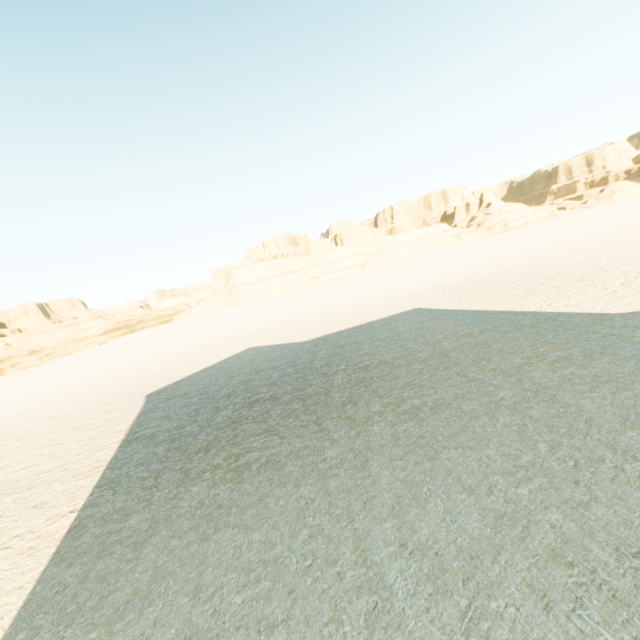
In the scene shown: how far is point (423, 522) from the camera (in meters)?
4.04
